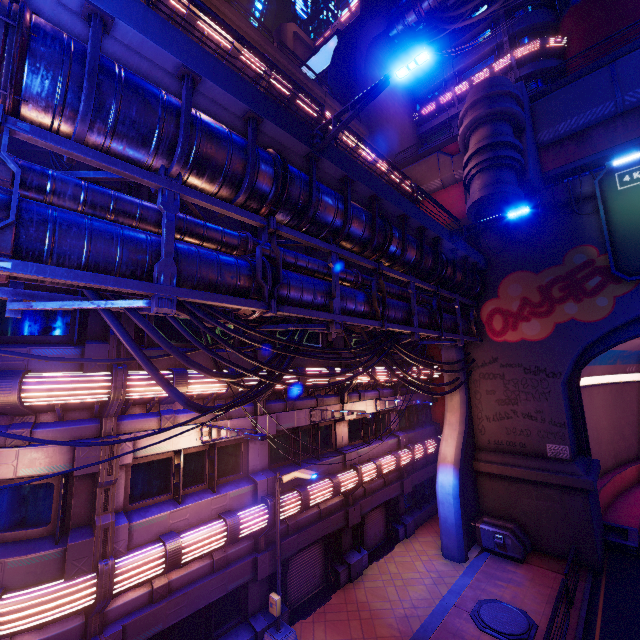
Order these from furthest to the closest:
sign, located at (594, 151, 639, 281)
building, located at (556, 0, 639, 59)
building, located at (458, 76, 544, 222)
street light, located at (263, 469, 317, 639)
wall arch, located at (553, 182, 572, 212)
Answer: building, located at (556, 0, 639, 59)
wall arch, located at (553, 182, 572, 212)
building, located at (458, 76, 544, 222)
sign, located at (594, 151, 639, 281)
street light, located at (263, 469, 317, 639)

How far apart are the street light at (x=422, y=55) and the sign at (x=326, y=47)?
36.52m

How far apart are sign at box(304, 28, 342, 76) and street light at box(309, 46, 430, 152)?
36.5 meters

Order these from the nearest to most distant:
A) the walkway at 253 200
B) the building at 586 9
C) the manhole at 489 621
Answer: the walkway at 253 200, the manhole at 489 621, the building at 586 9

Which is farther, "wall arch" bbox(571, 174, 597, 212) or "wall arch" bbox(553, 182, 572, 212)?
"wall arch" bbox(553, 182, 572, 212)

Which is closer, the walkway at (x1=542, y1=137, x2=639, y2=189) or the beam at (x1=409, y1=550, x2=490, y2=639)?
the beam at (x1=409, y1=550, x2=490, y2=639)

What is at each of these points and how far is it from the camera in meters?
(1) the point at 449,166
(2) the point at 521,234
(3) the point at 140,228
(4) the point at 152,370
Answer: (1) walkway, 23.3
(2) wall arch, 18.4
(3) pipe, 7.1
(4) cable, 6.6

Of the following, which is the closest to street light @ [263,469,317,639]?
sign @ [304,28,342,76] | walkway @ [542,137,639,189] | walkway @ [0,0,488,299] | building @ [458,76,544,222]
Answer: walkway @ [0,0,488,299]
